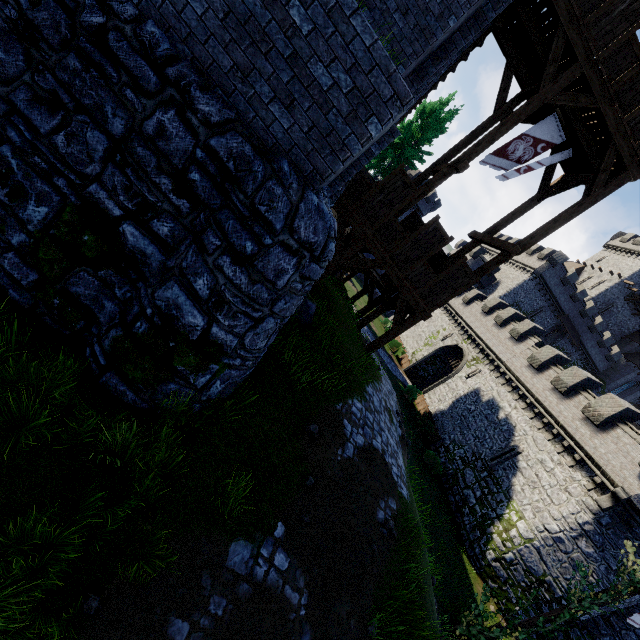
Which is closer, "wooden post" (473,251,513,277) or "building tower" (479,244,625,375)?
"wooden post" (473,251,513,277)

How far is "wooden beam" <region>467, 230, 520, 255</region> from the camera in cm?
1134

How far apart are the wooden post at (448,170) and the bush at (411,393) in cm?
1985

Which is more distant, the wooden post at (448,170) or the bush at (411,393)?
the bush at (411,393)

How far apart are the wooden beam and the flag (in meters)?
2.12

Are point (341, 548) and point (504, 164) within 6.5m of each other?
no

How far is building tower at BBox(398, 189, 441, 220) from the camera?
50.8 meters

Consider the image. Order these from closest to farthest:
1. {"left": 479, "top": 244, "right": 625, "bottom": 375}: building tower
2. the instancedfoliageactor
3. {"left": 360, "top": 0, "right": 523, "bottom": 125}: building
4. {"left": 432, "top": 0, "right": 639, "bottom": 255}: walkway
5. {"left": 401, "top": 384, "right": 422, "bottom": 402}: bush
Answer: the instancedfoliageactor < {"left": 360, "top": 0, "right": 523, "bottom": 125}: building < {"left": 432, "top": 0, "right": 639, "bottom": 255}: walkway < {"left": 401, "top": 384, "right": 422, "bottom": 402}: bush < {"left": 479, "top": 244, "right": 625, "bottom": 375}: building tower
